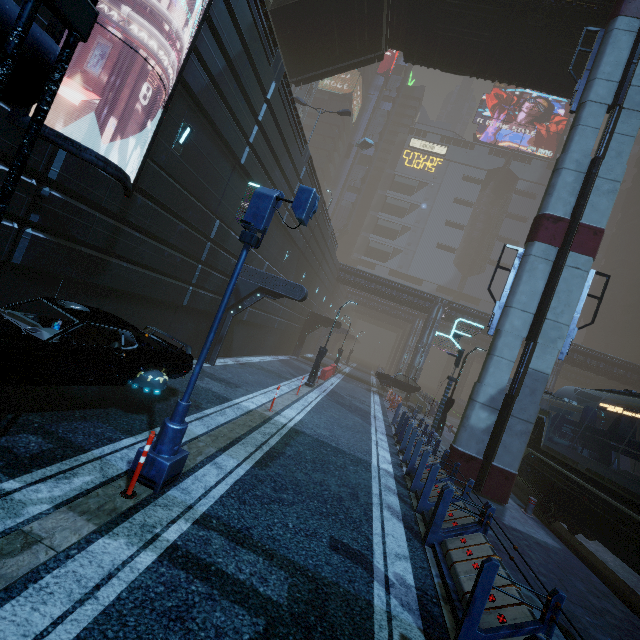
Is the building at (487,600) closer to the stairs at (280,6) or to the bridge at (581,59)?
the stairs at (280,6)

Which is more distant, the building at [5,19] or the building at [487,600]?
the building at [487,600]

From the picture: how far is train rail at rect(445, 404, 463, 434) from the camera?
28.8m

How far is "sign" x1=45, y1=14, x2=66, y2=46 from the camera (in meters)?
5.34

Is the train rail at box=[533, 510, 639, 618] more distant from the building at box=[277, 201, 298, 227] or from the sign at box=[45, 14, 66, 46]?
the sign at box=[45, 14, 66, 46]

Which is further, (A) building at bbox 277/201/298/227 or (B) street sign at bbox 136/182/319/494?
(A) building at bbox 277/201/298/227

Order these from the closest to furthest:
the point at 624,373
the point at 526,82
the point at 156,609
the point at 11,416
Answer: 1. the point at 156,609
2. the point at 11,416
3. the point at 526,82
4. the point at 624,373
